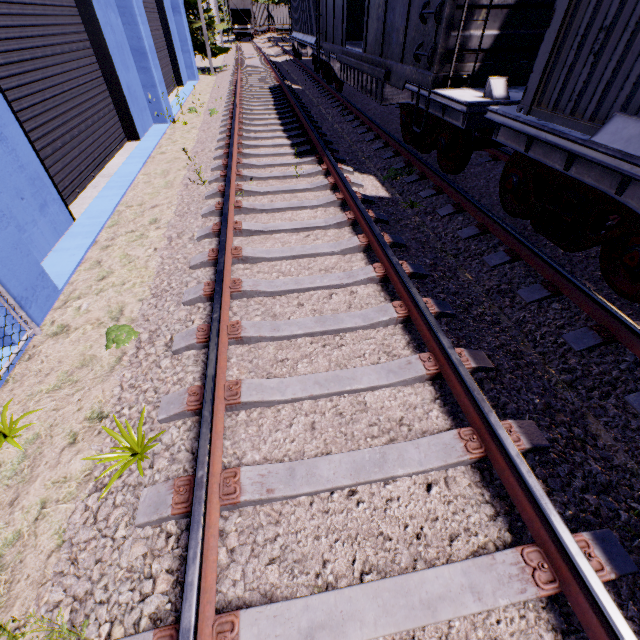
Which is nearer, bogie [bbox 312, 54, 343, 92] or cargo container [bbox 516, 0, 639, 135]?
cargo container [bbox 516, 0, 639, 135]

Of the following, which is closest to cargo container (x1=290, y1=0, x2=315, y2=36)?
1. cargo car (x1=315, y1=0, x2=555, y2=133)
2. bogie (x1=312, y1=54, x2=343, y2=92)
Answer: cargo car (x1=315, y1=0, x2=555, y2=133)

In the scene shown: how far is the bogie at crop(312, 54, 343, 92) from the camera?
12.68m

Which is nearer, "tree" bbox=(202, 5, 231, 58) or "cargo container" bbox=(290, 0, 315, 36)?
"cargo container" bbox=(290, 0, 315, 36)

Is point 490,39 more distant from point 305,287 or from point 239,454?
point 239,454

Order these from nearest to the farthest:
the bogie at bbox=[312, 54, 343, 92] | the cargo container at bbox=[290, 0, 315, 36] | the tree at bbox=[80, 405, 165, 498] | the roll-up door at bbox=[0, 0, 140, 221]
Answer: the tree at bbox=[80, 405, 165, 498] < the roll-up door at bbox=[0, 0, 140, 221] < the bogie at bbox=[312, 54, 343, 92] < the cargo container at bbox=[290, 0, 315, 36]

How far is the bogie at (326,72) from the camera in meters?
12.7

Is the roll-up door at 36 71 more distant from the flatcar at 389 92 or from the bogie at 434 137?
the flatcar at 389 92
